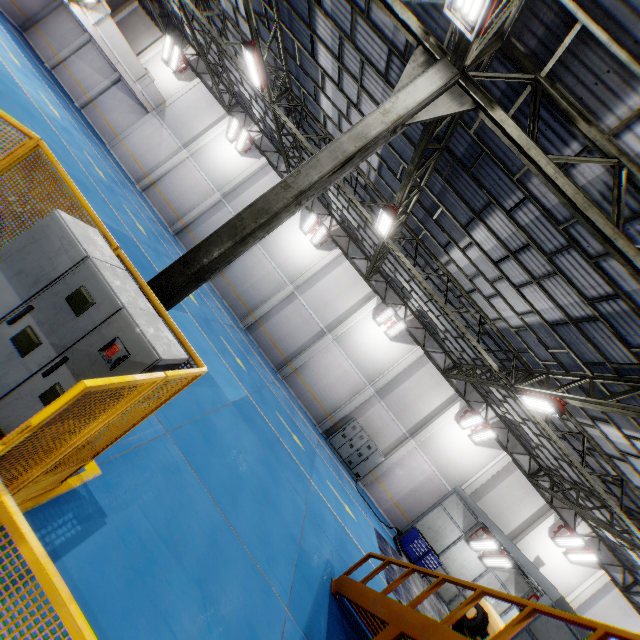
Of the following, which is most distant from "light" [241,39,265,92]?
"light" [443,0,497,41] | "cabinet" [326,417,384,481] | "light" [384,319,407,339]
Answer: "cabinet" [326,417,384,481]

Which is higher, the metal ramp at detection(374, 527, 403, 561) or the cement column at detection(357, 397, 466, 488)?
the cement column at detection(357, 397, 466, 488)

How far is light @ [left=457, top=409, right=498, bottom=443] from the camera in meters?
18.1 m

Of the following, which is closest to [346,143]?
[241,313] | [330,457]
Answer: [330,457]

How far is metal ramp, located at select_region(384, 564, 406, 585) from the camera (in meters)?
11.96

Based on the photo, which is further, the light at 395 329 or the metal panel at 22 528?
the light at 395 329

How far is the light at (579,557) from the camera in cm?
1720

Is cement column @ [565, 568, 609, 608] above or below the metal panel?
above
